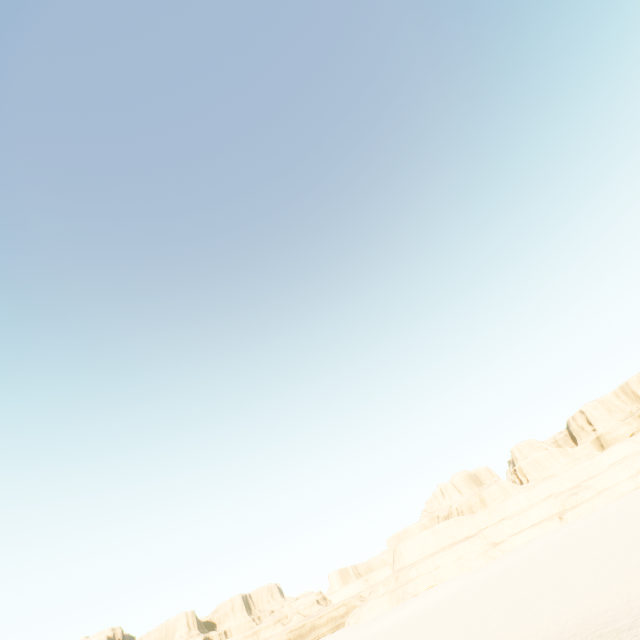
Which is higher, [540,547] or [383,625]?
[383,625]
